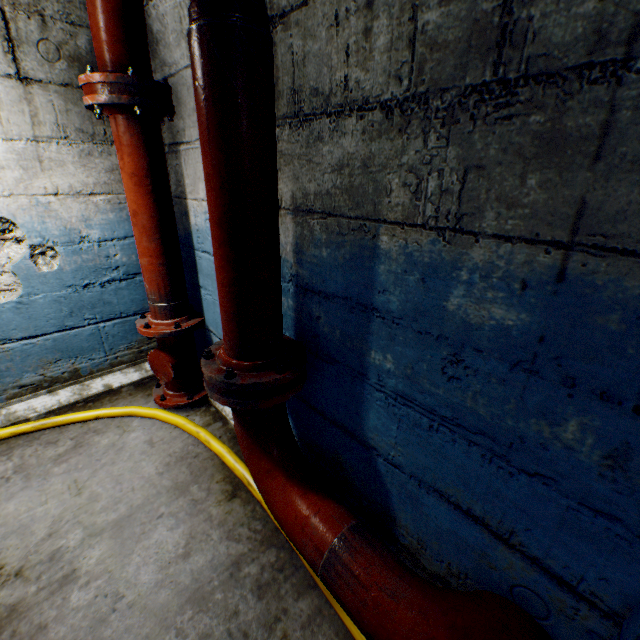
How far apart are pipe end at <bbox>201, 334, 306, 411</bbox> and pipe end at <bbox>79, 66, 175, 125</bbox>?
1.3 meters

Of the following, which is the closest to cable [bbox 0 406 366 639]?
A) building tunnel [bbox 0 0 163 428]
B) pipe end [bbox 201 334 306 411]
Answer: building tunnel [bbox 0 0 163 428]

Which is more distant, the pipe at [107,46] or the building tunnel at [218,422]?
the building tunnel at [218,422]

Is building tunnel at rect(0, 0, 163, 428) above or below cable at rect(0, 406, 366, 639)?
above

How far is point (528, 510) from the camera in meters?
1.0 m

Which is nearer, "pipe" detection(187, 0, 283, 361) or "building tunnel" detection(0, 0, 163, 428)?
"pipe" detection(187, 0, 283, 361)

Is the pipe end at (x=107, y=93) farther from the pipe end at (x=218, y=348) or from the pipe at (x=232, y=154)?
the pipe end at (x=218, y=348)

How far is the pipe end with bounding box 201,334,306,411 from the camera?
1.3m
